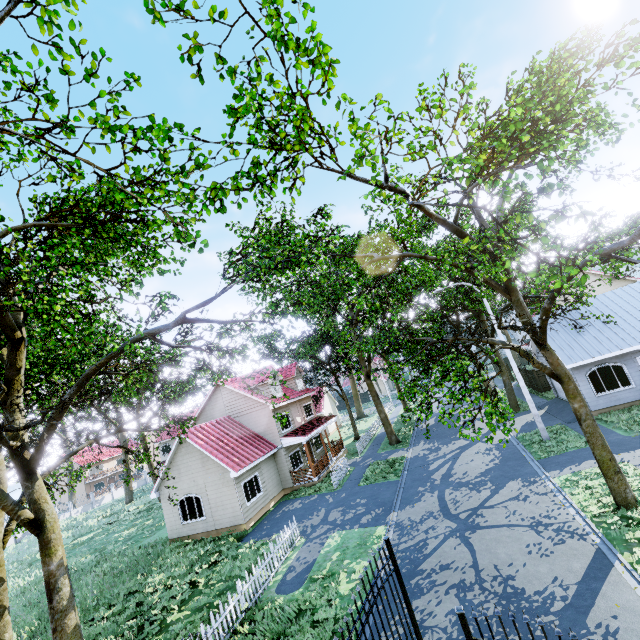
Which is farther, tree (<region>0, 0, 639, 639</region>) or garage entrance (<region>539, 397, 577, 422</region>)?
garage entrance (<region>539, 397, 577, 422</region>)

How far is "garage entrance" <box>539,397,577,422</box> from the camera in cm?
1953

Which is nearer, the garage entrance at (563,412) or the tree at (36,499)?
the tree at (36,499)

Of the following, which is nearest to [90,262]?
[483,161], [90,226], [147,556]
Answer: [90,226]

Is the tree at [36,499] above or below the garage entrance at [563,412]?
above

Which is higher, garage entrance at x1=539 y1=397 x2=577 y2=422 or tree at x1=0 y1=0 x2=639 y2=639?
tree at x1=0 y1=0 x2=639 y2=639
